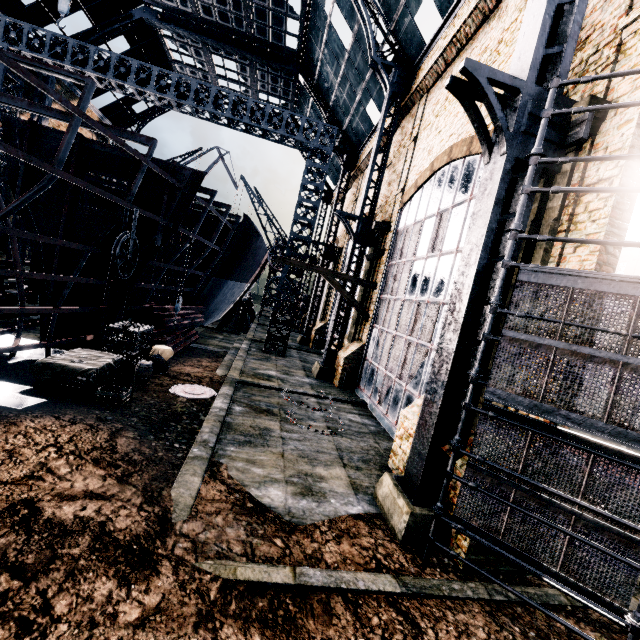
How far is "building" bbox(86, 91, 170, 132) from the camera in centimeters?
3444cm

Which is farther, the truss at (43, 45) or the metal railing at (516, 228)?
the truss at (43, 45)

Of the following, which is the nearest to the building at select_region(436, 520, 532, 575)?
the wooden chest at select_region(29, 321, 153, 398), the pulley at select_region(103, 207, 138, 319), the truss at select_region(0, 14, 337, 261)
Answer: the truss at select_region(0, 14, 337, 261)

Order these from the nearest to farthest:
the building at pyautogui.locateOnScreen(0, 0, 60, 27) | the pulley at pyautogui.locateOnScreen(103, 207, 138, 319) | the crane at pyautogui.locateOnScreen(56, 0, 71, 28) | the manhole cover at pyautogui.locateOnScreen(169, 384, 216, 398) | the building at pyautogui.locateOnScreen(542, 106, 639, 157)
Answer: the building at pyautogui.locateOnScreen(542, 106, 639, 157) < the pulley at pyautogui.locateOnScreen(103, 207, 138, 319) < the manhole cover at pyautogui.locateOnScreen(169, 384, 216, 398) < the crane at pyautogui.locateOnScreen(56, 0, 71, 28) < the building at pyautogui.locateOnScreen(0, 0, 60, 27)

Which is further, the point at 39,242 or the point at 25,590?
the point at 39,242

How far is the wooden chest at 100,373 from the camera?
9.55m

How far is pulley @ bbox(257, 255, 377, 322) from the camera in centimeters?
1734cm

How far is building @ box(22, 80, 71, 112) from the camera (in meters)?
25.83
